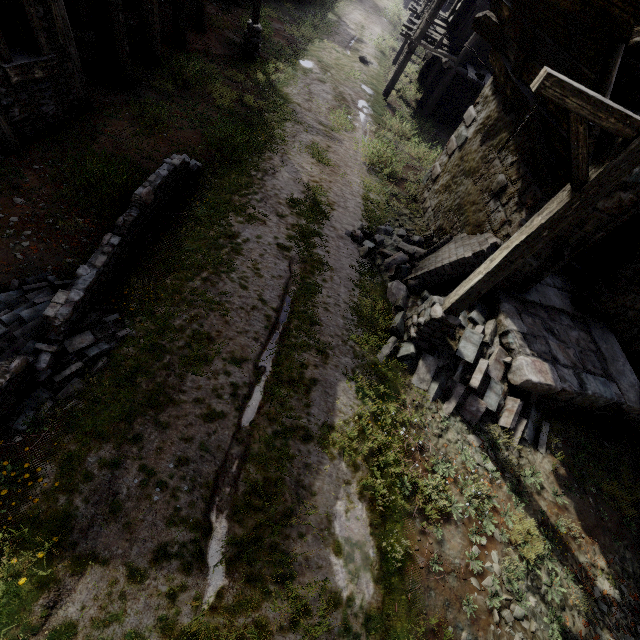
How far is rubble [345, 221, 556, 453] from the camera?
6.4m

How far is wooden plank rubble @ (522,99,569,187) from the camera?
5.6 meters

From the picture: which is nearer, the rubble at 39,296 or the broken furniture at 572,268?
the rubble at 39,296

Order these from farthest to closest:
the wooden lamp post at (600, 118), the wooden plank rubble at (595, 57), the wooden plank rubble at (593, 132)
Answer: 1. the wooden plank rubble at (593, 132)
2. the wooden plank rubble at (595, 57)
3. the wooden lamp post at (600, 118)

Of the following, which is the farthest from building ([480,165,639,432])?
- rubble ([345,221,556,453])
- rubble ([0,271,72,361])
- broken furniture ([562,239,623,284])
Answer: rubble ([0,271,72,361])

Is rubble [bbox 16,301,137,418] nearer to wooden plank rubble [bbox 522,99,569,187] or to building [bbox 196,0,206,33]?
building [bbox 196,0,206,33]

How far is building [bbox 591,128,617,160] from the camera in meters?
5.3

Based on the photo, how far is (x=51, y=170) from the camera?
6.1m
